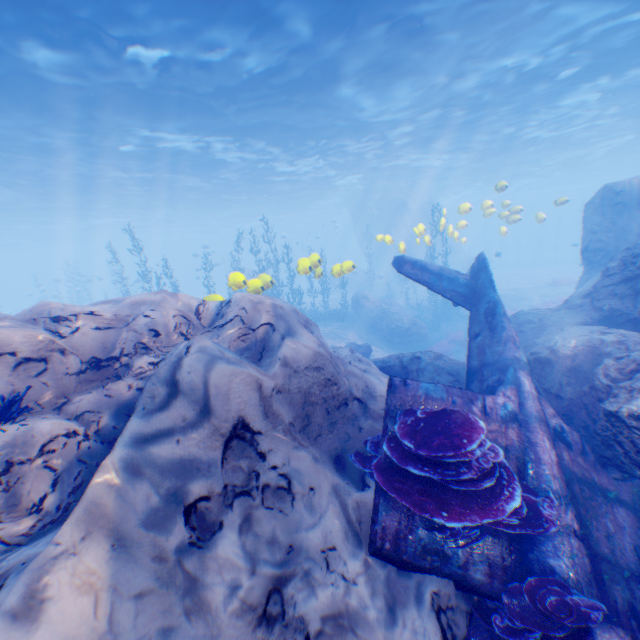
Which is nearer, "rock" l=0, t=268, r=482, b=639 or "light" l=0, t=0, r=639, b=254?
"rock" l=0, t=268, r=482, b=639

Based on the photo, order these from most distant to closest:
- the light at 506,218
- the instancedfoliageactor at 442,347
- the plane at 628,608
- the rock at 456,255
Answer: the rock at 456,255 → the instancedfoliageactor at 442,347 → the light at 506,218 → the plane at 628,608

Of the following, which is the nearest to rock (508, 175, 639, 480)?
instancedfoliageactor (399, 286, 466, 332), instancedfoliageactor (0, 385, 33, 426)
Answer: instancedfoliageactor (0, 385, 33, 426)

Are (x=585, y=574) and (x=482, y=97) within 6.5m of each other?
no

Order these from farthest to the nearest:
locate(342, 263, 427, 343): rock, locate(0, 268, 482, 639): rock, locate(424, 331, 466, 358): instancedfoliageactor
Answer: locate(342, 263, 427, 343): rock < locate(424, 331, 466, 358): instancedfoliageactor < locate(0, 268, 482, 639): rock

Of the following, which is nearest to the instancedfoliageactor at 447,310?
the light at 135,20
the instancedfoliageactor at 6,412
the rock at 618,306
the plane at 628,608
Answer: the rock at 618,306

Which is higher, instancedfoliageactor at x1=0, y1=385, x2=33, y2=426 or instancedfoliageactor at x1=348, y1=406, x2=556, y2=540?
instancedfoliageactor at x1=0, y1=385, x2=33, y2=426

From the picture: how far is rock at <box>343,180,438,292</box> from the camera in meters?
37.2
